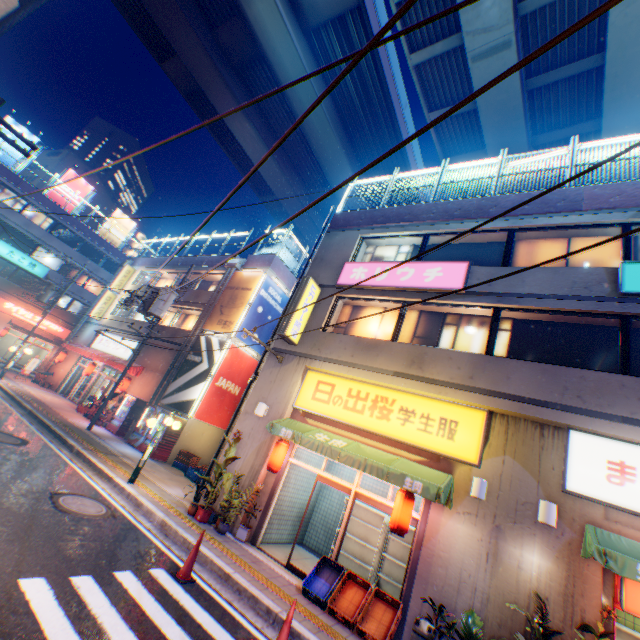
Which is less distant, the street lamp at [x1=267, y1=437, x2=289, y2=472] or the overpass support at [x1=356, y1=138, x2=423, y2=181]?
the street lamp at [x1=267, y1=437, x2=289, y2=472]

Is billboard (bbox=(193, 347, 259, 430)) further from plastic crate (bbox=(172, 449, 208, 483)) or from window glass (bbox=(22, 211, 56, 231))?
window glass (bbox=(22, 211, 56, 231))

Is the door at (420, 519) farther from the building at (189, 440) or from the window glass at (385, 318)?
the building at (189, 440)

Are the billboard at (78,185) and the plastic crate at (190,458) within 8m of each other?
no

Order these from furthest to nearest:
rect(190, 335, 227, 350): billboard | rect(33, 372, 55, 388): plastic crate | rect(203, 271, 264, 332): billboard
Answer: rect(33, 372, 55, 388): plastic crate
rect(203, 271, 264, 332): billboard
rect(190, 335, 227, 350): billboard

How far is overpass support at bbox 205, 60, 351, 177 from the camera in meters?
22.3

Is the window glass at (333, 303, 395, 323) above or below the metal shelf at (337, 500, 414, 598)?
above

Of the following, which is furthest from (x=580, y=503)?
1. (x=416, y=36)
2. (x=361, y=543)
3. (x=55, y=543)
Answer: (x=416, y=36)
